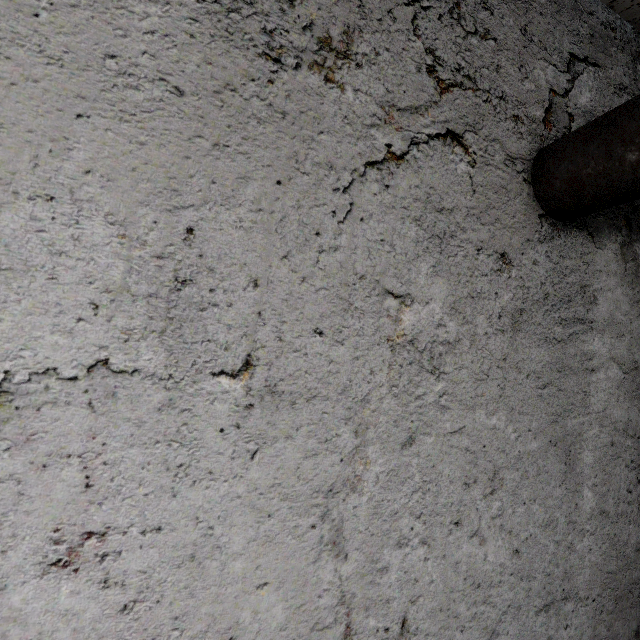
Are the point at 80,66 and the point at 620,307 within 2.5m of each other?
no
